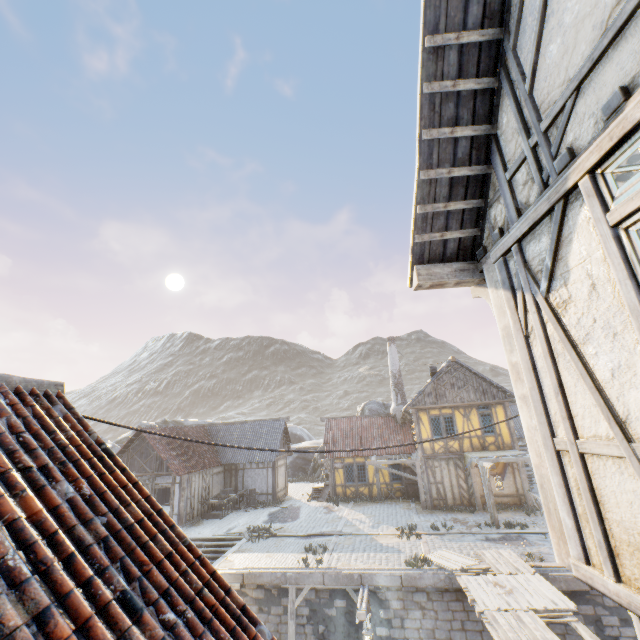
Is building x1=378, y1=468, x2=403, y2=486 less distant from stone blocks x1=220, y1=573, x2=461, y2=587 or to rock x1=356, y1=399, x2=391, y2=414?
stone blocks x1=220, y1=573, x2=461, y2=587

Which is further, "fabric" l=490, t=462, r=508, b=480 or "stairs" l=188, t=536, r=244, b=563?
"fabric" l=490, t=462, r=508, b=480

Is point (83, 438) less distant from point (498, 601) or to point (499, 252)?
point (499, 252)

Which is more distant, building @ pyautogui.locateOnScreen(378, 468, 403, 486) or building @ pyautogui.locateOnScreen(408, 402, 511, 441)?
building @ pyautogui.locateOnScreen(378, 468, 403, 486)

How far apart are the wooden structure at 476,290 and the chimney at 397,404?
22.8 meters

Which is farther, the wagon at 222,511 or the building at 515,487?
the wagon at 222,511

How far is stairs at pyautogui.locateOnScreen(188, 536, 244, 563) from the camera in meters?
16.1 m

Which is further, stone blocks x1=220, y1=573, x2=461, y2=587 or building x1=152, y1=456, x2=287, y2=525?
building x1=152, y1=456, x2=287, y2=525
